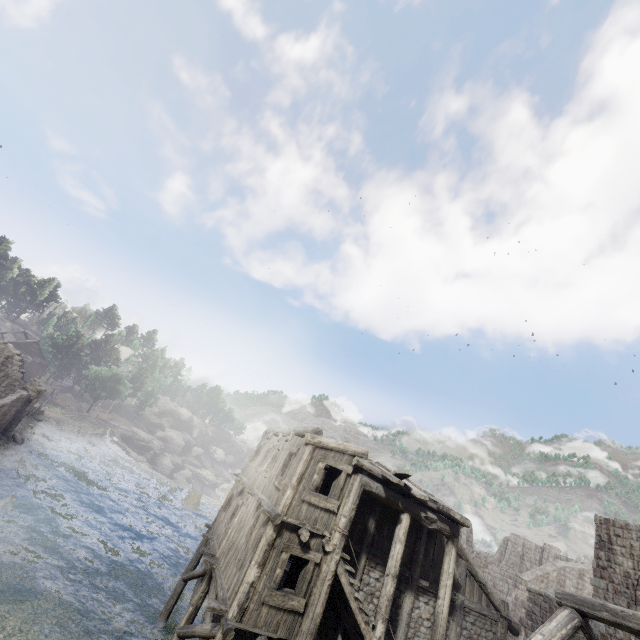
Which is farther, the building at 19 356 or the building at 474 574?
the building at 19 356

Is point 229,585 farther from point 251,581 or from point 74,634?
point 74,634

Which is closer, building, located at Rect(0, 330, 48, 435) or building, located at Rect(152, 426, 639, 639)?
building, located at Rect(152, 426, 639, 639)
